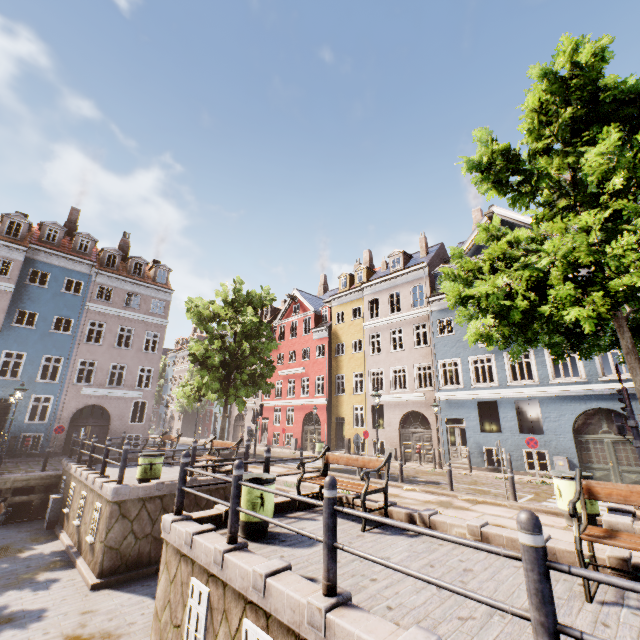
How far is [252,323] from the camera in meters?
18.7

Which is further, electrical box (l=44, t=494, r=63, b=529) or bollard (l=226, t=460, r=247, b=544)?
electrical box (l=44, t=494, r=63, b=529)

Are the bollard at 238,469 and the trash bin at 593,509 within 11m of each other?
yes

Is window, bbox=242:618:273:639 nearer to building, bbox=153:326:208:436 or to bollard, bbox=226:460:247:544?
bollard, bbox=226:460:247:544

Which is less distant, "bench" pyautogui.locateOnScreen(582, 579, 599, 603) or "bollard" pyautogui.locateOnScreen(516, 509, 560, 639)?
"bollard" pyautogui.locateOnScreen(516, 509, 560, 639)

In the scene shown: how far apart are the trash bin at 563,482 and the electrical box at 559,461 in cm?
1071

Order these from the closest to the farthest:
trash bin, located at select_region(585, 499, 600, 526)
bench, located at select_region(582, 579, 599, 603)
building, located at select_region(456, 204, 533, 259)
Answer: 1. bench, located at select_region(582, 579, 599, 603)
2. trash bin, located at select_region(585, 499, 600, 526)
3. building, located at select_region(456, 204, 533, 259)

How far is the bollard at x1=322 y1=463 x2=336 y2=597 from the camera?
3.4m
